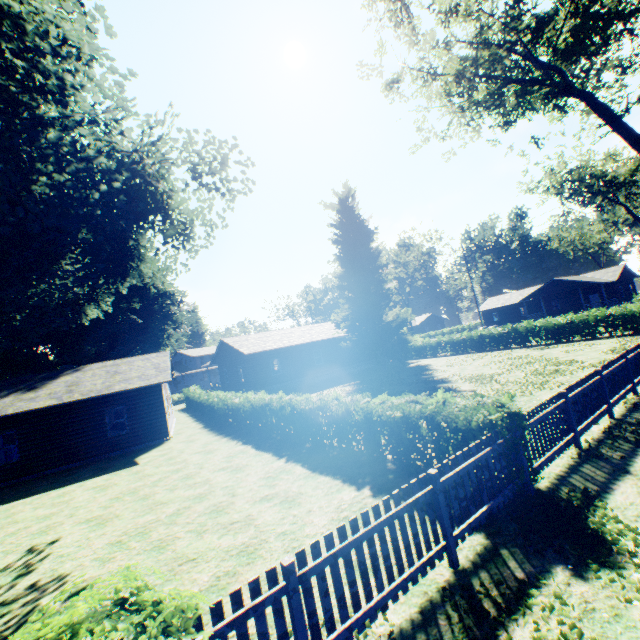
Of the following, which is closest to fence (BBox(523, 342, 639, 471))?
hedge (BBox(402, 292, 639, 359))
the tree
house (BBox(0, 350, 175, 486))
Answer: the tree

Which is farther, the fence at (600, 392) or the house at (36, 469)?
the house at (36, 469)

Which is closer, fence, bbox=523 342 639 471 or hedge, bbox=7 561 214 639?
hedge, bbox=7 561 214 639

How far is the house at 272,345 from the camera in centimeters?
3020cm

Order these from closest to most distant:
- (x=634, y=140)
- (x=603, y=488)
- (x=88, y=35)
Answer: (x=603, y=488)
(x=88, y=35)
(x=634, y=140)

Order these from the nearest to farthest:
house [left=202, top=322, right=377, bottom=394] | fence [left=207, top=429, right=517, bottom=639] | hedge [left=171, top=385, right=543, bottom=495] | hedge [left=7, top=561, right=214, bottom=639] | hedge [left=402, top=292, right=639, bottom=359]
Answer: hedge [left=7, top=561, right=214, bottom=639] → fence [left=207, top=429, right=517, bottom=639] → hedge [left=171, top=385, right=543, bottom=495] → hedge [left=402, top=292, right=639, bottom=359] → house [left=202, top=322, right=377, bottom=394]

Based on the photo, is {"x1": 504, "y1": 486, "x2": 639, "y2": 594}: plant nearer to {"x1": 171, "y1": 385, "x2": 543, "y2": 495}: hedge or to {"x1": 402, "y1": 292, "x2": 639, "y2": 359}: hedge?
{"x1": 171, "y1": 385, "x2": 543, "y2": 495}: hedge

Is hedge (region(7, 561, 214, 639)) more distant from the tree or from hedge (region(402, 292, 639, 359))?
the tree
